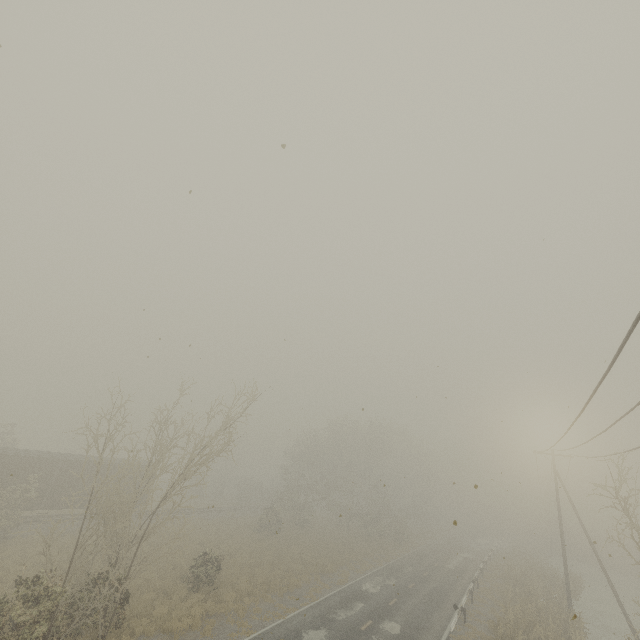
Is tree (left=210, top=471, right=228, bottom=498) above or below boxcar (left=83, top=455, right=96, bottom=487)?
below

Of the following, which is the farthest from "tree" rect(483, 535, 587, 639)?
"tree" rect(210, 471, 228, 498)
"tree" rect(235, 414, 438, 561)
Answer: "tree" rect(210, 471, 228, 498)

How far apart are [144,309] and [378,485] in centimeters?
4144cm

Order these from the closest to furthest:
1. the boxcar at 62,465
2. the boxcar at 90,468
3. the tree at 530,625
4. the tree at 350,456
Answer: the tree at 530,625, the boxcar at 62,465, the boxcar at 90,468, the tree at 350,456

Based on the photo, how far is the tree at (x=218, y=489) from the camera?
52.1 meters

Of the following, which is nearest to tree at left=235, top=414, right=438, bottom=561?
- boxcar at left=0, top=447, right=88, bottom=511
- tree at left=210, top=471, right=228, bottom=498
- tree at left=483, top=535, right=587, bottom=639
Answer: tree at left=210, top=471, right=228, bottom=498

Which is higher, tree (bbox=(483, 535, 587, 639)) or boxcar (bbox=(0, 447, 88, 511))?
boxcar (bbox=(0, 447, 88, 511))

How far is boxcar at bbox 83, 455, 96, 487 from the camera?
27.3 meters
